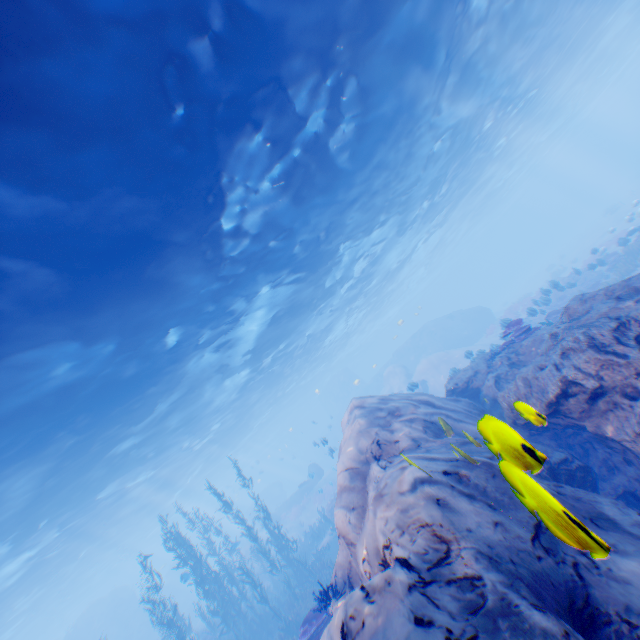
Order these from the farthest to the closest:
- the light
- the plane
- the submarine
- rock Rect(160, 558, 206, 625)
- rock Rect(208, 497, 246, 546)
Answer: rock Rect(208, 497, 246, 546) → the submarine → rock Rect(160, 558, 206, 625) → the plane → the light

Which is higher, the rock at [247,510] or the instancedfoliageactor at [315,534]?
the rock at [247,510]

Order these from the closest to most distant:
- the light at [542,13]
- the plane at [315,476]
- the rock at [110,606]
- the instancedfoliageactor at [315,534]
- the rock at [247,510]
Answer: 1. the light at [542,13]
2. the instancedfoliageactor at [315,534]
3. the plane at [315,476]
4. the rock at [110,606]
5. the rock at [247,510]

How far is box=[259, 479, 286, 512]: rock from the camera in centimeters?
4412cm

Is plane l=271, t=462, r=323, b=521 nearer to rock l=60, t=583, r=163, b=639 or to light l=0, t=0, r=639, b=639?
rock l=60, t=583, r=163, b=639

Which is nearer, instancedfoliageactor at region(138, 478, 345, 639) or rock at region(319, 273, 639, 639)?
rock at region(319, 273, 639, 639)

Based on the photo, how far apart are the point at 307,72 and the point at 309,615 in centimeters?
1530cm
